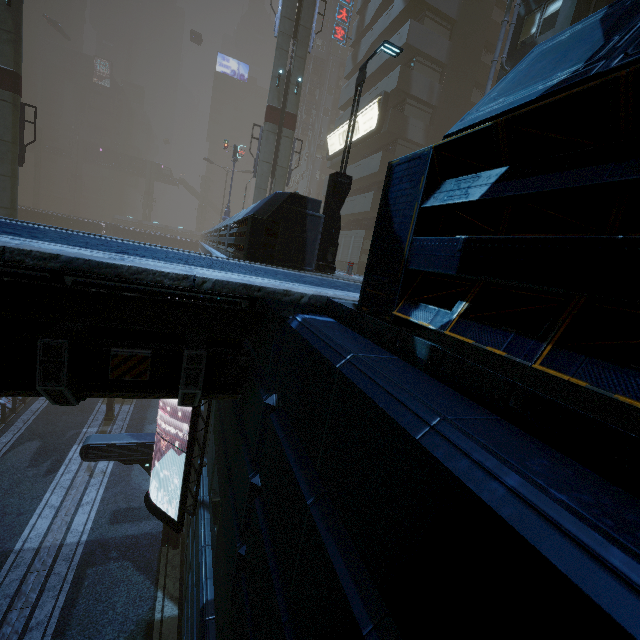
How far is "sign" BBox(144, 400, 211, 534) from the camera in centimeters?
802cm

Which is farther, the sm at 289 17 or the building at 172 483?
the sm at 289 17

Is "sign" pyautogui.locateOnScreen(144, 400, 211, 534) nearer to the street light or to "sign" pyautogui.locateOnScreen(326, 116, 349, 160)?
the street light

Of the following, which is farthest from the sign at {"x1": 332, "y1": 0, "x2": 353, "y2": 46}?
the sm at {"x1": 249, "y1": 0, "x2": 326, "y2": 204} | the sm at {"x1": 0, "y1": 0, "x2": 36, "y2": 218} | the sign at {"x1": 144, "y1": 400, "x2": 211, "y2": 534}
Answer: the sign at {"x1": 144, "y1": 400, "x2": 211, "y2": 534}

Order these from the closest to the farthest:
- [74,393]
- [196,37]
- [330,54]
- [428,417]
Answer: [428,417] → [74,393] → [330,54] → [196,37]

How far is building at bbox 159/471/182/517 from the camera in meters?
12.3 m

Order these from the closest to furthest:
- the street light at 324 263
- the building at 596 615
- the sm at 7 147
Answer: the building at 596 615
the street light at 324 263
the sm at 7 147

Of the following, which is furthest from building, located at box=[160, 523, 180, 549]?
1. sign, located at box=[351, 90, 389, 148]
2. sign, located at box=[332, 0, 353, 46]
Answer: sign, located at box=[332, 0, 353, 46]
